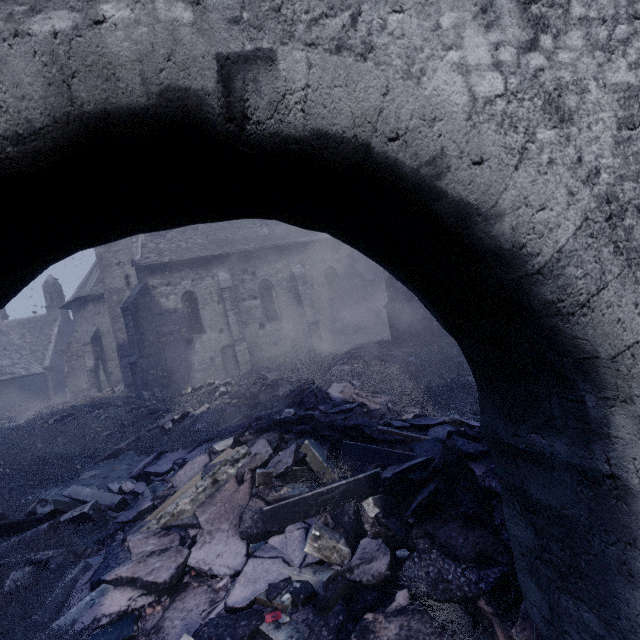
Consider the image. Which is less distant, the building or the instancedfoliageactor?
the instancedfoliageactor

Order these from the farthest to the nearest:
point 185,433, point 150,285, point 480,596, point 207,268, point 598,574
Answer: point 207,268, point 150,285, point 185,433, point 480,596, point 598,574

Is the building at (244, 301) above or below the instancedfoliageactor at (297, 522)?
above

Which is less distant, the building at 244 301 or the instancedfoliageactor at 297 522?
the instancedfoliageactor at 297 522

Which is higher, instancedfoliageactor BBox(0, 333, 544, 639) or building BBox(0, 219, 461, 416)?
building BBox(0, 219, 461, 416)
